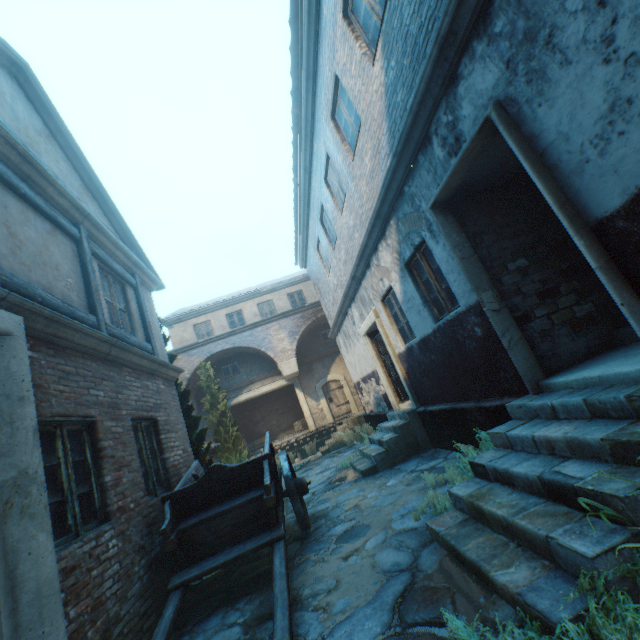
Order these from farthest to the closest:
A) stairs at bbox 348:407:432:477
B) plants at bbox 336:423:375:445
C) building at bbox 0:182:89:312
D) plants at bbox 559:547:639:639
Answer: plants at bbox 336:423:375:445 → stairs at bbox 348:407:432:477 → building at bbox 0:182:89:312 → plants at bbox 559:547:639:639

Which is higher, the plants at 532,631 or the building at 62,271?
the building at 62,271

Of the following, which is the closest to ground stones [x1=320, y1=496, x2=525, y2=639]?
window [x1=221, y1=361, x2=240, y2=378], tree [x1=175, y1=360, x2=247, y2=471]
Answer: tree [x1=175, y1=360, x2=247, y2=471]

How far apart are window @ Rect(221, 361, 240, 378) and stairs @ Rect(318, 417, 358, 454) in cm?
629

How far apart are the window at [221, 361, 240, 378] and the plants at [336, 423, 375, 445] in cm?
718

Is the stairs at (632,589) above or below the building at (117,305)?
below

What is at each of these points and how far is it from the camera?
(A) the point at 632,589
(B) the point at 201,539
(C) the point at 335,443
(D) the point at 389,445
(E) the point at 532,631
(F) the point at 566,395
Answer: (A) stairs, 1.9m
(B) cart, 4.5m
(C) stairs, 14.3m
(D) stairs, 7.8m
(E) plants, 1.9m
(F) stairs, 3.4m

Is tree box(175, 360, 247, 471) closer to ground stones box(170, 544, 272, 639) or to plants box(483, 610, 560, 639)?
ground stones box(170, 544, 272, 639)
